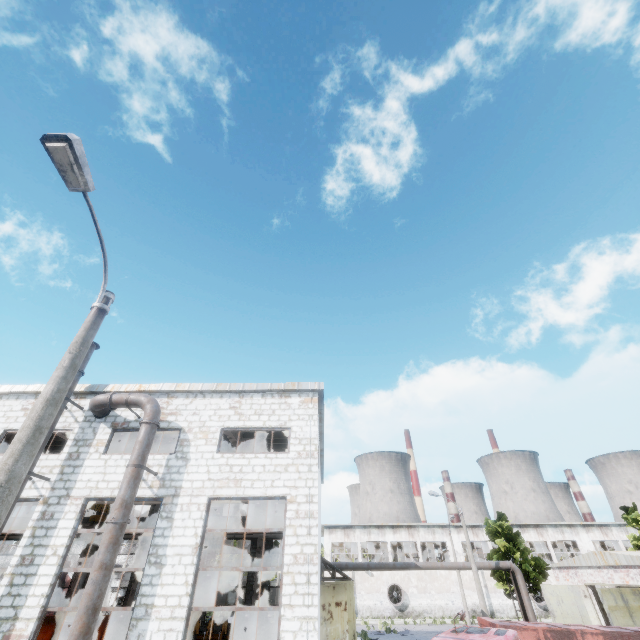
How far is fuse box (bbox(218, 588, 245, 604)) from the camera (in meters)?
55.16

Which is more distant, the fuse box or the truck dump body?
the fuse box

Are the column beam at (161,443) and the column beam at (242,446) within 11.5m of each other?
yes

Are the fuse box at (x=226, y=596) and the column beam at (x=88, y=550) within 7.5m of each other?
no

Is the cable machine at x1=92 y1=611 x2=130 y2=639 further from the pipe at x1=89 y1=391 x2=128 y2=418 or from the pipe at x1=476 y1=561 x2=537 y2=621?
the pipe at x1=89 y1=391 x2=128 y2=418

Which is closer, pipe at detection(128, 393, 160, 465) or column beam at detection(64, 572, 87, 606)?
pipe at detection(128, 393, 160, 465)

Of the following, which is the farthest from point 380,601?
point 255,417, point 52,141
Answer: point 52,141

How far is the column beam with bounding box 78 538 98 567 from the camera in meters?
24.5 m
